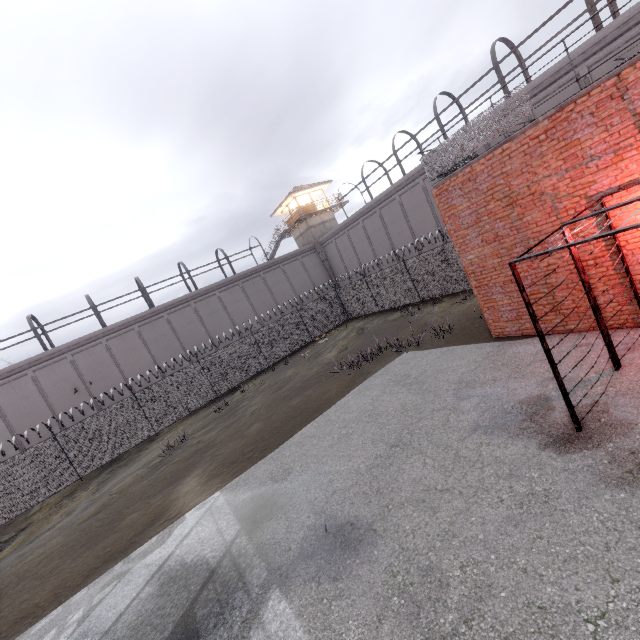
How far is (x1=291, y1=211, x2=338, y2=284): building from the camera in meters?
36.2

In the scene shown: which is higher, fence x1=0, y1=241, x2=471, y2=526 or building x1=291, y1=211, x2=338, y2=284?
building x1=291, y1=211, x2=338, y2=284

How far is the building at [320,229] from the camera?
36.2 meters

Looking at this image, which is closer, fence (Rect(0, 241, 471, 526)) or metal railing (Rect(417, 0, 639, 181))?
metal railing (Rect(417, 0, 639, 181))

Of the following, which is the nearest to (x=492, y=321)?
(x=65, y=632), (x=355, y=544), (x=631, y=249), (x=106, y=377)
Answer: (x=631, y=249)

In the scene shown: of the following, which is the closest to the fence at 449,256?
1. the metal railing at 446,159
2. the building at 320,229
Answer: the metal railing at 446,159

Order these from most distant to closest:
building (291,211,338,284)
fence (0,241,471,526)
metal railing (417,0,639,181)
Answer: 1. building (291,211,338,284)
2. fence (0,241,471,526)
3. metal railing (417,0,639,181)

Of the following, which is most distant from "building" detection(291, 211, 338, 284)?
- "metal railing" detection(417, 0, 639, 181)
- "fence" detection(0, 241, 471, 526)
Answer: "metal railing" detection(417, 0, 639, 181)
